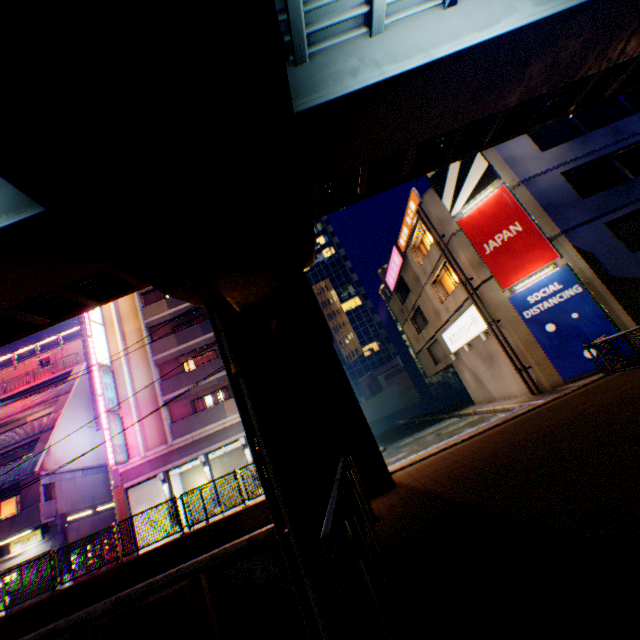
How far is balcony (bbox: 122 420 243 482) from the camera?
21.5 meters

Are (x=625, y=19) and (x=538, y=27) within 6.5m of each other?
yes

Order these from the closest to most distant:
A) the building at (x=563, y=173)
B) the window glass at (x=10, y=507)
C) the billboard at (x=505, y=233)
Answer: the building at (x=563, y=173) < the billboard at (x=505, y=233) < the window glass at (x=10, y=507)

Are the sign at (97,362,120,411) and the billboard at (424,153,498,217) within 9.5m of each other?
no

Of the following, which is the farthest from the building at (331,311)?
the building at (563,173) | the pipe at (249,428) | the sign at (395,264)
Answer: the pipe at (249,428)

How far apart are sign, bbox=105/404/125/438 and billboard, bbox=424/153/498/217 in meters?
24.3 m

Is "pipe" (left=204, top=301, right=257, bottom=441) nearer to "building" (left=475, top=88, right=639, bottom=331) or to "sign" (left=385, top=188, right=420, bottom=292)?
"building" (left=475, top=88, right=639, bottom=331)

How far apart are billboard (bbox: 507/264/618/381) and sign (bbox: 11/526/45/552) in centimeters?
3111cm
